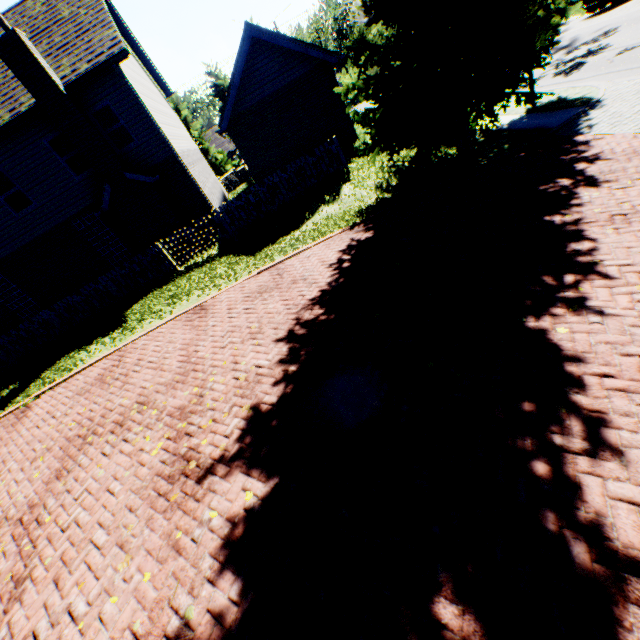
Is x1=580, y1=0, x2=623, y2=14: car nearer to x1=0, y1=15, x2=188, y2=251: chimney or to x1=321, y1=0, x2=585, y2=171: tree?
x1=321, y1=0, x2=585, y2=171: tree

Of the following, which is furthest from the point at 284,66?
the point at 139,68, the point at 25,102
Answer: the point at 25,102

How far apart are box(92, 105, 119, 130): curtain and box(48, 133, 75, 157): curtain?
1.1m

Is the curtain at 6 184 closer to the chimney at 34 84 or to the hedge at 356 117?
the chimney at 34 84

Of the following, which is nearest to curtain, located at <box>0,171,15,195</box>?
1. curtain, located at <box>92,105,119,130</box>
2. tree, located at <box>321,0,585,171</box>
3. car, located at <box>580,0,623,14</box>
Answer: curtain, located at <box>92,105,119,130</box>

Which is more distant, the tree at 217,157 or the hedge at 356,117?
the tree at 217,157

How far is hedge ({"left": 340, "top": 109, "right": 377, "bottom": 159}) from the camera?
14.6 meters
